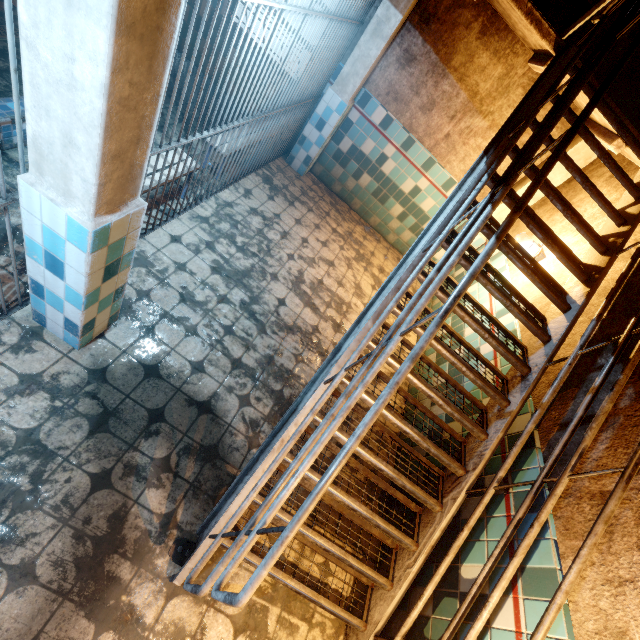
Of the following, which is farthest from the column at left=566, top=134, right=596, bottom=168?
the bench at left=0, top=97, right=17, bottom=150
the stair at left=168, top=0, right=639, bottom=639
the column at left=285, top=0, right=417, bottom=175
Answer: the bench at left=0, top=97, right=17, bottom=150

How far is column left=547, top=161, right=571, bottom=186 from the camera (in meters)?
4.18

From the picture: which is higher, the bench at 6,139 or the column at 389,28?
the column at 389,28

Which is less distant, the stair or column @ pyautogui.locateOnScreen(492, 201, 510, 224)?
the stair

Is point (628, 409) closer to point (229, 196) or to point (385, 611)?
point (385, 611)

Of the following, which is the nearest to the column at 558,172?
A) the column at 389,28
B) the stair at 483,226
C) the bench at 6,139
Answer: the stair at 483,226

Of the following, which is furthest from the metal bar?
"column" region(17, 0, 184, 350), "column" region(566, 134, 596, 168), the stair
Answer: "column" region(566, 134, 596, 168)

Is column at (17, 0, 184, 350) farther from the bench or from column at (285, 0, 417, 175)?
column at (285, 0, 417, 175)
